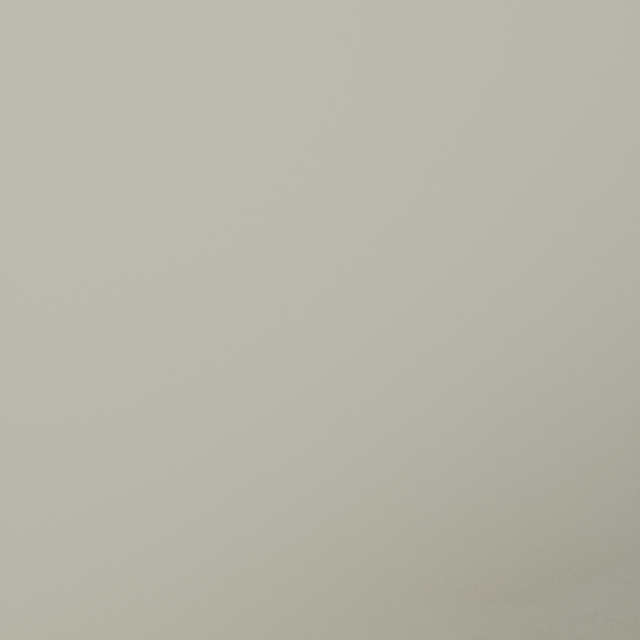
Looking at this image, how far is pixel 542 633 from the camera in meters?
31.7 m
